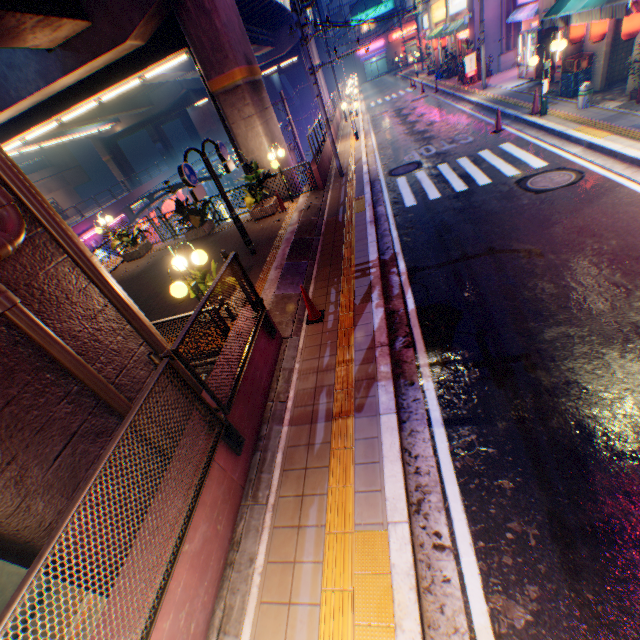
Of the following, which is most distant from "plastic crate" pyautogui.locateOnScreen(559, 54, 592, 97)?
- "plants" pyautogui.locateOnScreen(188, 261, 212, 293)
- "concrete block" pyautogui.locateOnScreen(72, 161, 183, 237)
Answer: "concrete block" pyautogui.locateOnScreen(72, 161, 183, 237)

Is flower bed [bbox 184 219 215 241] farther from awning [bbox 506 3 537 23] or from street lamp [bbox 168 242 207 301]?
awning [bbox 506 3 537 23]

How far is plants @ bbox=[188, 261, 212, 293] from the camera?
7.3m

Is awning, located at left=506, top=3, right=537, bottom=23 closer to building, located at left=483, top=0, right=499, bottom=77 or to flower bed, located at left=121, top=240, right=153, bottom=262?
building, located at left=483, top=0, right=499, bottom=77

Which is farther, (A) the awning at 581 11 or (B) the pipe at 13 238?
(A) the awning at 581 11

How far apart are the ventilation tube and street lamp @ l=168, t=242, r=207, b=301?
25.89m

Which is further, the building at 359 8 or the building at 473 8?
the building at 359 8

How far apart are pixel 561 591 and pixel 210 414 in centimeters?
374cm
